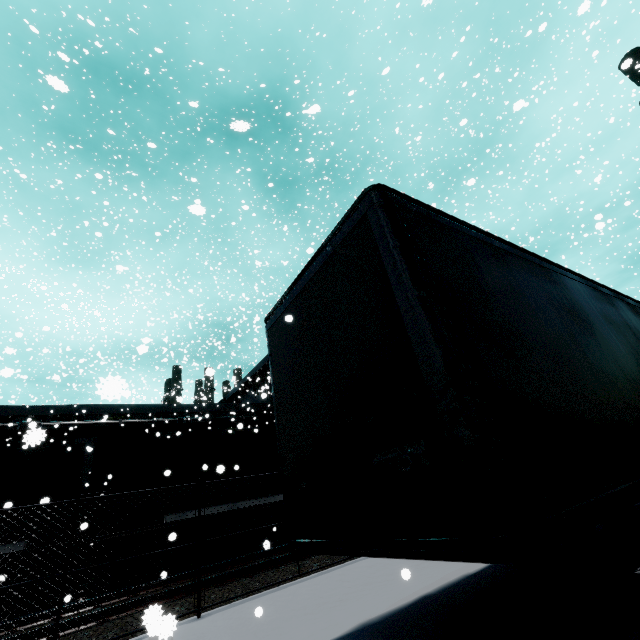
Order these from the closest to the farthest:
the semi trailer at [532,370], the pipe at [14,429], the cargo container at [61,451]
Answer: the semi trailer at [532,370] < the cargo container at [61,451] < the pipe at [14,429]

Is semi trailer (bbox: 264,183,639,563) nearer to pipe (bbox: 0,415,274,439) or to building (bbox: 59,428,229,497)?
building (bbox: 59,428,229,497)

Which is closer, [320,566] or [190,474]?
[320,566]

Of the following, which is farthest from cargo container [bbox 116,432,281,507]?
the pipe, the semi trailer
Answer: the semi trailer

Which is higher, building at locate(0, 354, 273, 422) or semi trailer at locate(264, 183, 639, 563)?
building at locate(0, 354, 273, 422)

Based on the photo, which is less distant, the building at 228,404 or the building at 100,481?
the building at 100,481

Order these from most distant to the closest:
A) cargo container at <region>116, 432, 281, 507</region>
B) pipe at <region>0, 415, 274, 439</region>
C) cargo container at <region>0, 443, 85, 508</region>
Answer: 1. pipe at <region>0, 415, 274, 439</region>
2. cargo container at <region>116, 432, 281, 507</region>
3. cargo container at <region>0, 443, 85, 508</region>
